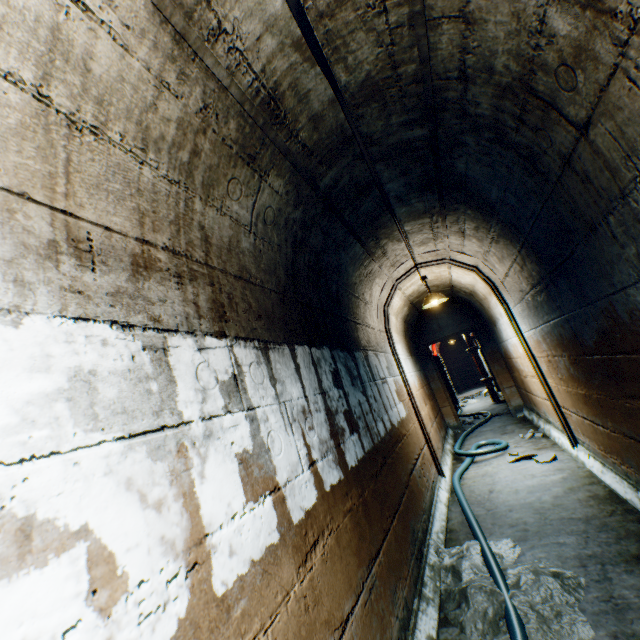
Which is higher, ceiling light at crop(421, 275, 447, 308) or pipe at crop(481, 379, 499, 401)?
ceiling light at crop(421, 275, 447, 308)

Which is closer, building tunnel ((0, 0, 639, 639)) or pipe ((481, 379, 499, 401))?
building tunnel ((0, 0, 639, 639))

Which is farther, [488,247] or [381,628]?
[488,247]

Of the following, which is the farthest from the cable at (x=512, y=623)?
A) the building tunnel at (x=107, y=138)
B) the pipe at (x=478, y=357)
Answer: the pipe at (x=478, y=357)

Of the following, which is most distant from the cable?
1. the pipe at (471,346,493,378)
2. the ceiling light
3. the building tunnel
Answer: the ceiling light

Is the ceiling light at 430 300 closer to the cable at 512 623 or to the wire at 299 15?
the wire at 299 15

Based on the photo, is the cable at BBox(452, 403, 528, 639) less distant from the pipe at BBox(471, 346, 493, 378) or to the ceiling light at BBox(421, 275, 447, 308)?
the pipe at BBox(471, 346, 493, 378)

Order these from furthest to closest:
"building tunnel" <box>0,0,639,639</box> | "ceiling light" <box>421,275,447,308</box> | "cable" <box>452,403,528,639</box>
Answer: "ceiling light" <box>421,275,447,308</box> → "cable" <box>452,403,528,639</box> → "building tunnel" <box>0,0,639,639</box>
